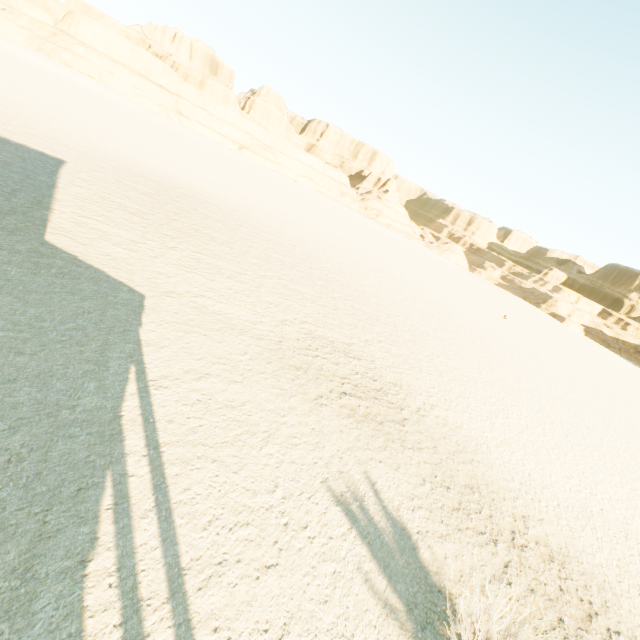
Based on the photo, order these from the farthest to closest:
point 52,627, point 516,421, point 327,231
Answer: point 327,231 → point 516,421 → point 52,627
